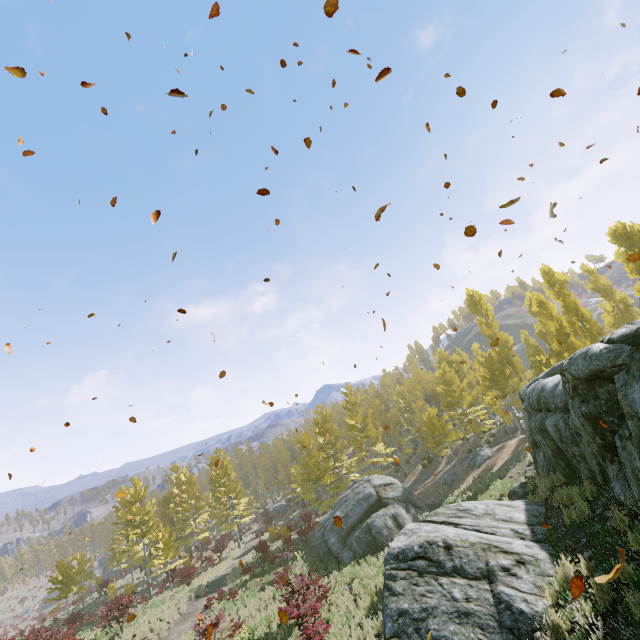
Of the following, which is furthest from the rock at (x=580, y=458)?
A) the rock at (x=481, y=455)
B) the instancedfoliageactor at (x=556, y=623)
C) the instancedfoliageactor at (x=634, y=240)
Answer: the instancedfoliageactor at (x=634, y=240)

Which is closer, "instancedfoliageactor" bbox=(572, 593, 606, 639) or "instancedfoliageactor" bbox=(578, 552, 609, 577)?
"instancedfoliageactor" bbox=(572, 593, 606, 639)

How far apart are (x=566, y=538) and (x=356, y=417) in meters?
27.8 m

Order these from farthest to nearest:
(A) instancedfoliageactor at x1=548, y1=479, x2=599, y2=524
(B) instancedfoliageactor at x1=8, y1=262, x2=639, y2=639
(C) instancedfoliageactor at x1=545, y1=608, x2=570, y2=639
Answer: (B) instancedfoliageactor at x1=8, y1=262, x2=639, y2=639, (A) instancedfoliageactor at x1=548, y1=479, x2=599, y2=524, (C) instancedfoliageactor at x1=545, y1=608, x2=570, y2=639

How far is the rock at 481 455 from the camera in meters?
25.4 m

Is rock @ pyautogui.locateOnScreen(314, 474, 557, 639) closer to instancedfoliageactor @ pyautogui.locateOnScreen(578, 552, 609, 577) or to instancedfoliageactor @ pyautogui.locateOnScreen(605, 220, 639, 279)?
instancedfoliageactor @ pyautogui.locateOnScreen(578, 552, 609, 577)

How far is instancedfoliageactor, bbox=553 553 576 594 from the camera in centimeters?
594cm
